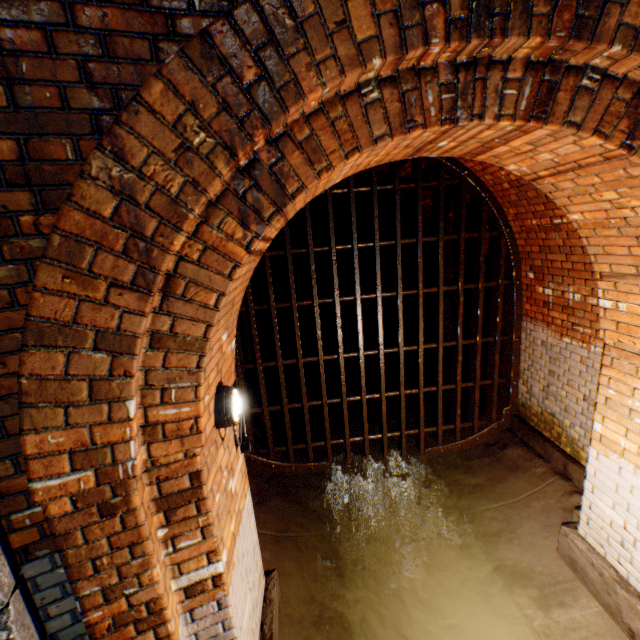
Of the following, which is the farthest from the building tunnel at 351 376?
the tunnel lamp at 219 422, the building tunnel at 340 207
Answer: the building tunnel at 340 207

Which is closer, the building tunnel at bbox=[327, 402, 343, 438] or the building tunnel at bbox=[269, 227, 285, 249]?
the building tunnel at bbox=[327, 402, 343, 438]

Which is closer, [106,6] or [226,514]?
[106,6]

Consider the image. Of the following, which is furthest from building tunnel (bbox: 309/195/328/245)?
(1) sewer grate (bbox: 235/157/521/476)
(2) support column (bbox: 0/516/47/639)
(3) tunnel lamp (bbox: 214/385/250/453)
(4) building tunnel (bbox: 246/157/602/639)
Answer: (2) support column (bbox: 0/516/47/639)

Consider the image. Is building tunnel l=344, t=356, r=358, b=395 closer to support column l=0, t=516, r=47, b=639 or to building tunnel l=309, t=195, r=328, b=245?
support column l=0, t=516, r=47, b=639

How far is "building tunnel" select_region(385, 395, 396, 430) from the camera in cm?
630

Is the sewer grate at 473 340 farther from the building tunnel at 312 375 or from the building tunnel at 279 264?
the building tunnel at 279 264

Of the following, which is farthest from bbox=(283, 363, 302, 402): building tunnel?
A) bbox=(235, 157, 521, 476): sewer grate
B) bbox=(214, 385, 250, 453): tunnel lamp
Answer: bbox=(214, 385, 250, 453): tunnel lamp
